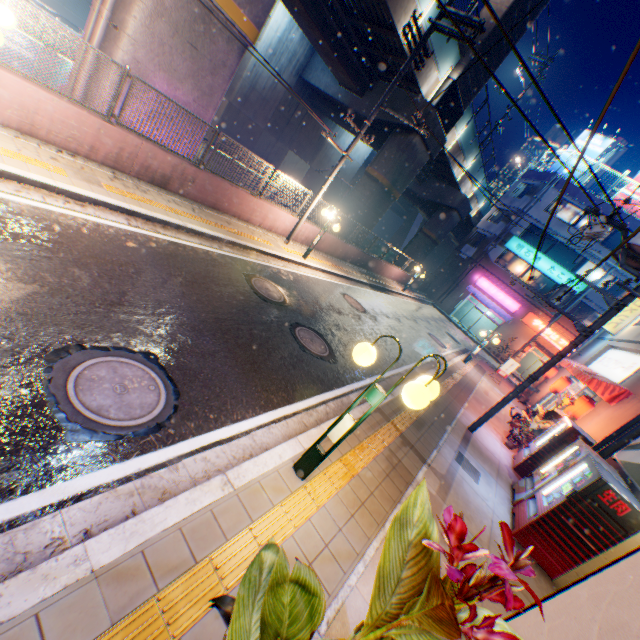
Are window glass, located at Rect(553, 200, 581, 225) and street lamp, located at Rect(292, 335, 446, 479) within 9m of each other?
no

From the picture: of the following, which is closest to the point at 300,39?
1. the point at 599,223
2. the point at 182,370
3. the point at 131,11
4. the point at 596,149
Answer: the point at 131,11

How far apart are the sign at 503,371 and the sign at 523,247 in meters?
14.8

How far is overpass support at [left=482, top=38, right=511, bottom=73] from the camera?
17.03m

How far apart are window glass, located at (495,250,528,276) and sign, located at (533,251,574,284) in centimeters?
46cm

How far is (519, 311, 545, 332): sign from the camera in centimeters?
2988cm

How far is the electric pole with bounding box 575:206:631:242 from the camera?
8.0m

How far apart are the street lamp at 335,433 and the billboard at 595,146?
36.8m
